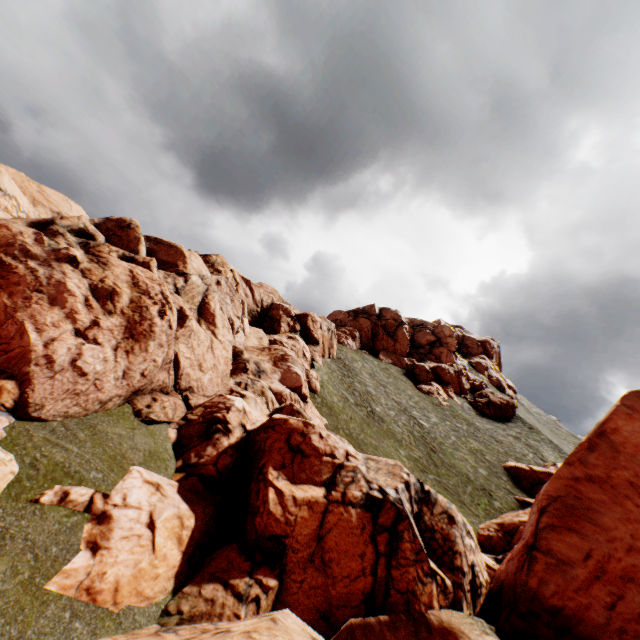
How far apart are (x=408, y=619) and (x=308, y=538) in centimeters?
351cm

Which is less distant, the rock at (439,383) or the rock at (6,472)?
the rock at (6,472)

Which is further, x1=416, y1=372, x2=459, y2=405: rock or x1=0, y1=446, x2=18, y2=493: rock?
x1=416, y1=372, x2=459, y2=405: rock

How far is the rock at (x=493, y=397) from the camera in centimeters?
5475cm

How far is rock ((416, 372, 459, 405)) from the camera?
54.8m

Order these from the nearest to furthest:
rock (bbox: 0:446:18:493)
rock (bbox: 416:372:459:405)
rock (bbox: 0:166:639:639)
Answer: rock (bbox: 0:446:18:493) → rock (bbox: 0:166:639:639) → rock (bbox: 416:372:459:405)
